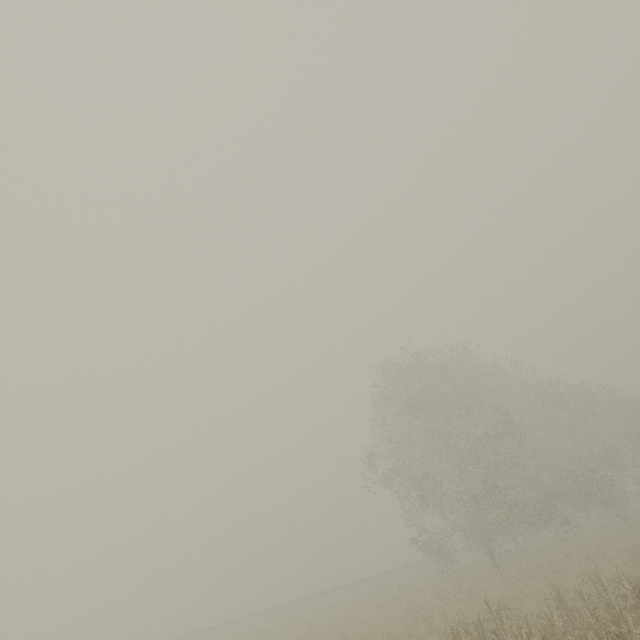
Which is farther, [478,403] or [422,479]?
[478,403]
